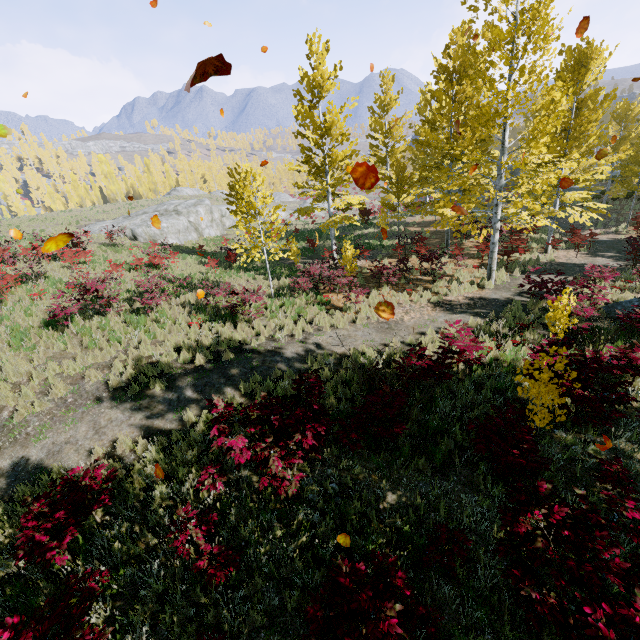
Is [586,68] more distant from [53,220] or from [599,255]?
[53,220]

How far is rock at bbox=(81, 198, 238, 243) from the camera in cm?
2659

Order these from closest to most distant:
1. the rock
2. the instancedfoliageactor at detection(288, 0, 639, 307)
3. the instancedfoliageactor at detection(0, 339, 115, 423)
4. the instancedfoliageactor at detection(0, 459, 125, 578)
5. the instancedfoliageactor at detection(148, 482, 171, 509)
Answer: the instancedfoliageactor at detection(0, 459, 125, 578)
the instancedfoliageactor at detection(148, 482, 171, 509)
the instancedfoliageactor at detection(0, 339, 115, 423)
the instancedfoliageactor at detection(288, 0, 639, 307)
the rock

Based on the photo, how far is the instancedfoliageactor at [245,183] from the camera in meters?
11.5 m

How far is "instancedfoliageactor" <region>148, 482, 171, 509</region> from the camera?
5.3 meters

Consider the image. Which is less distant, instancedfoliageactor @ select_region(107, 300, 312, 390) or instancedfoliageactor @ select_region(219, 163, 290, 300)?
instancedfoliageactor @ select_region(107, 300, 312, 390)
